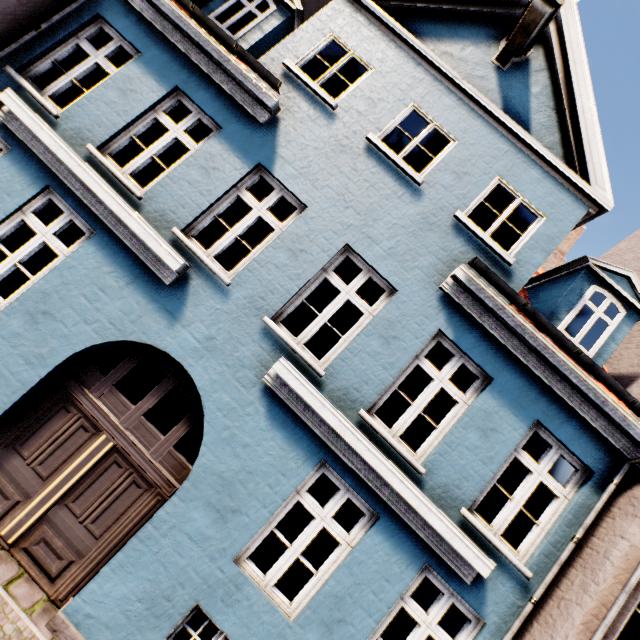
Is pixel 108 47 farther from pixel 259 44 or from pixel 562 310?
pixel 562 310
